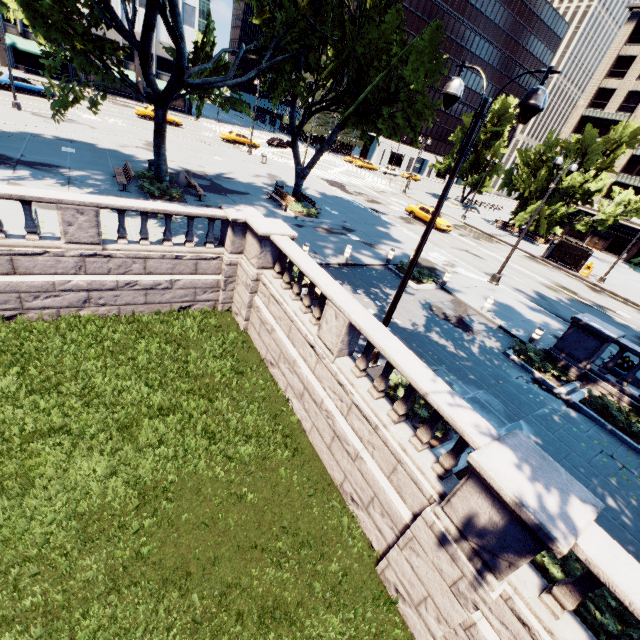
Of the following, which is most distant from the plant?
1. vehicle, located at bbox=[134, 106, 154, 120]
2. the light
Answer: vehicle, located at bbox=[134, 106, 154, 120]

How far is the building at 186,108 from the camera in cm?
5522

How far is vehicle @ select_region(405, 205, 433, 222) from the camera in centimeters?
3106cm

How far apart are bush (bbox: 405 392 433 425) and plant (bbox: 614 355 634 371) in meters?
8.6

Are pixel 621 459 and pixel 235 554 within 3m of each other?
no

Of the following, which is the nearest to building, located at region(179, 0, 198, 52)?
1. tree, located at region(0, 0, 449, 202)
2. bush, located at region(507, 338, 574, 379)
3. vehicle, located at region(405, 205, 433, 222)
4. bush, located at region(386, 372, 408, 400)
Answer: tree, located at region(0, 0, 449, 202)

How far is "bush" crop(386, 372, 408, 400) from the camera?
8.34m

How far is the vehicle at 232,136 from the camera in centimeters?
4109cm
